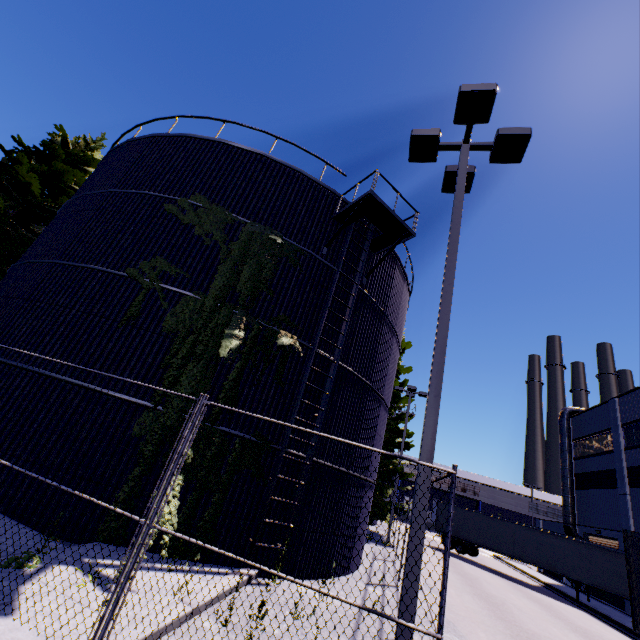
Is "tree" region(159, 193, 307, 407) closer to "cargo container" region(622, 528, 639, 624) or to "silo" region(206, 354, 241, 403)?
"silo" region(206, 354, 241, 403)

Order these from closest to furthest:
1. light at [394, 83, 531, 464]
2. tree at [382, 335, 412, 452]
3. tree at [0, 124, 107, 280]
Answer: light at [394, 83, 531, 464], tree at [0, 124, 107, 280], tree at [382, 335, 412, 452]

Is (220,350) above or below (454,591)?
above

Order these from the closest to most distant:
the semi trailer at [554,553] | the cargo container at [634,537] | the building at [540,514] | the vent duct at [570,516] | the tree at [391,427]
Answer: the cargo container at [634,537] → the semi trailer at [554,553] → the tree at [391,427] → the vent duct at [570,516] → the building at [540,514]

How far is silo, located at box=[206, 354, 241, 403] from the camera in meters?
8.4

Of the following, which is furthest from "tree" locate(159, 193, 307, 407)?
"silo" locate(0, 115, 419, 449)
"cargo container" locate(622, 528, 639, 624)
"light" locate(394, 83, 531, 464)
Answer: "light" locate(394, 83, 531, 464)

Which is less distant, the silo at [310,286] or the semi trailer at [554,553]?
the silo at [310,286]
